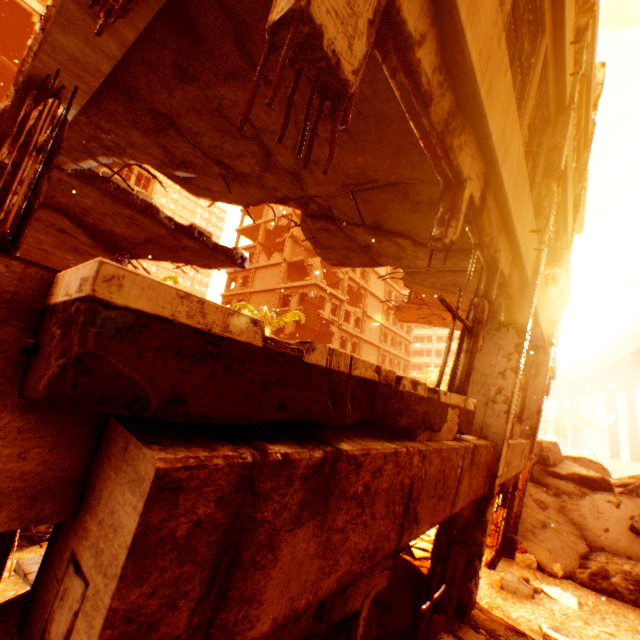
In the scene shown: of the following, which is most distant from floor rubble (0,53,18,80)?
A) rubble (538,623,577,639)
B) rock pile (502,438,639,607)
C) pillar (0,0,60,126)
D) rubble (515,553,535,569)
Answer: rubble (515,553,535,569)

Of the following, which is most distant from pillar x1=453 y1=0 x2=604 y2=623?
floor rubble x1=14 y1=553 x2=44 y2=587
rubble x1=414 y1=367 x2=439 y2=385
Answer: rubble x1=414 y1=367 x2=439 y2=385

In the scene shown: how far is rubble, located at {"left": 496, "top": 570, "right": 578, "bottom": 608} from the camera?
6.0m

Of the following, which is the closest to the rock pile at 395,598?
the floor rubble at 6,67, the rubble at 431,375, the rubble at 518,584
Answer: the rubble at 431,375

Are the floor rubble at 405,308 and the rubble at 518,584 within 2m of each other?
no

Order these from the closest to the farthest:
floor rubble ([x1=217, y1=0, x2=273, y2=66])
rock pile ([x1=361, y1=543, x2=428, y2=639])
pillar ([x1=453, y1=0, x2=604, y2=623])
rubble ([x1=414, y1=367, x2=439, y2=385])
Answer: floor rubble ([x1=217, y1=0, x2=273, y2=66])
rock pile ([x1=361, y1=543, x2=428, y2=639])
pillar ([x1=453, y1=0, x2=604, y2=623])
rubble ([x1=414, y1=367, x2=439, y2=385])

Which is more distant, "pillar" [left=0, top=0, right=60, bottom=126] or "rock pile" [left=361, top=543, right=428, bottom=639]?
"pillar" [left=0, top=0, right=60, bottom=126]

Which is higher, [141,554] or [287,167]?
[287,167]
